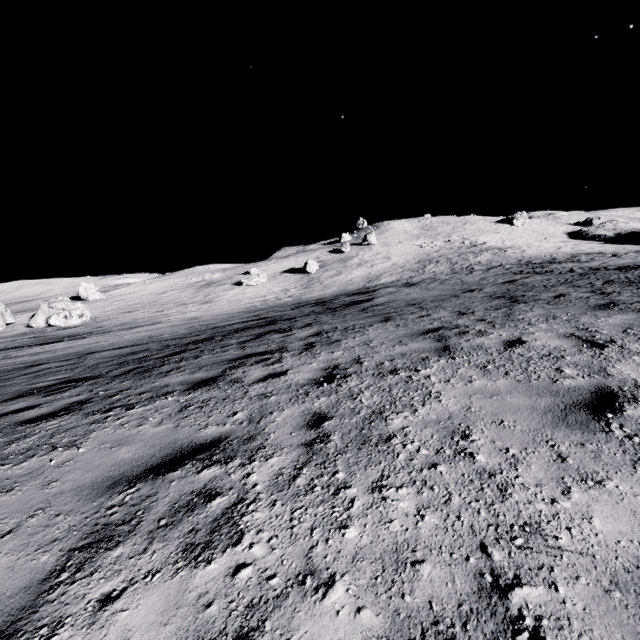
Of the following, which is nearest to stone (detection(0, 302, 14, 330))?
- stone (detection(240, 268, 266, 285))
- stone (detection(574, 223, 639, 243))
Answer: stone (detection(240, 268, 266, 285))

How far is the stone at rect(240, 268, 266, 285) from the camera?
45.1 meters

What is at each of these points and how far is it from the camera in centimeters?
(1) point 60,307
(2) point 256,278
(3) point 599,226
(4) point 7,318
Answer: (1) stone, 3166cm
(2) stone, 4522cm
(3) stone, 5934cm
(4) stone, 3441cm

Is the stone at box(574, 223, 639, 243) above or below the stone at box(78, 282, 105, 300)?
below

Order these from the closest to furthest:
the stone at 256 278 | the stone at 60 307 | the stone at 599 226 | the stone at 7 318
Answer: the stone at 60 307
the stone at 7 318
the stone at 256 278
the stone at 599 226

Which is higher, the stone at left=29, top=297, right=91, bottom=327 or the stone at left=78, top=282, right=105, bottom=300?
the stone at left=78, top=282, right=105, bottom=300

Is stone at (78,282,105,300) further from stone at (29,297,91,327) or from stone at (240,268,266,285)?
stone at (240,268,266,285)

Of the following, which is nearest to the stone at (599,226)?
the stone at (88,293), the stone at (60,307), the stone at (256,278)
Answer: the stone at (256,278)
